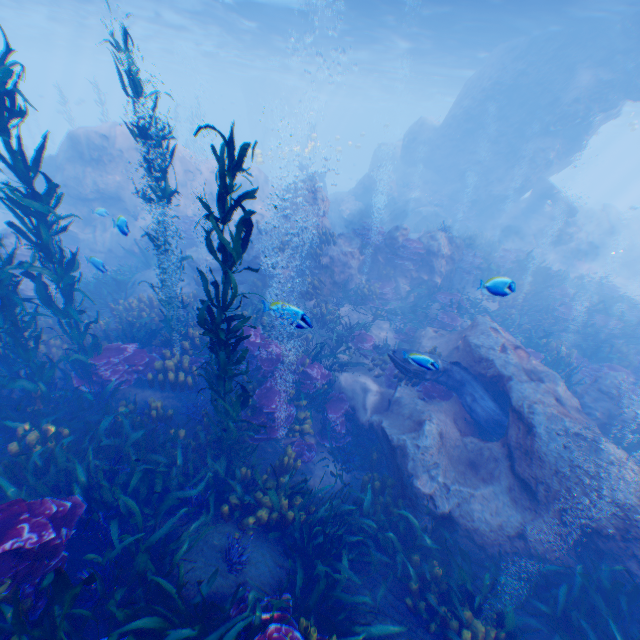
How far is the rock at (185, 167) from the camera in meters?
16.7

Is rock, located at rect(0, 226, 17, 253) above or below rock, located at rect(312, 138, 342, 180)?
below

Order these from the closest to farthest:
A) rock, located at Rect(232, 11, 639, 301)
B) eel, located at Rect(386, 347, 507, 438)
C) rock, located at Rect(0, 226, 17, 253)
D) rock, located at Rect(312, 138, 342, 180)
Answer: eel, located at Rect(386, 347, 507, 438) < rock, located at Rect(0, 226, 17, 253) < rock, located at Rect(232, 11, 639, 301) < rock, located at Rect(312, 138, 342, 180)

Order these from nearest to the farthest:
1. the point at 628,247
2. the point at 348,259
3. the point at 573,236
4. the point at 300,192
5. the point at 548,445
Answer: the point at 548,445 < the point at 348,259 < the point at 300,192 < the point at 573,236 < the point at 628,247

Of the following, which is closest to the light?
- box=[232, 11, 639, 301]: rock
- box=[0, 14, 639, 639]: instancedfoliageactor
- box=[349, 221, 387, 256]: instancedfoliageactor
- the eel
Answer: box=[232, 11, 639, 301]: rock

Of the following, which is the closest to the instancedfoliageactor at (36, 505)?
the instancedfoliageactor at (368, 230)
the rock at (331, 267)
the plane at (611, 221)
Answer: the rock at (331, 267)

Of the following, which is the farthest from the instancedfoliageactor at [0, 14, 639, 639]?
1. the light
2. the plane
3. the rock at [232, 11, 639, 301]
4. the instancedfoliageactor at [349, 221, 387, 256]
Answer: the plane

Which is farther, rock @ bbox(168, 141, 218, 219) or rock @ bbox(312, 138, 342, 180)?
rock @ bbox(312, 138, 342, 180)
